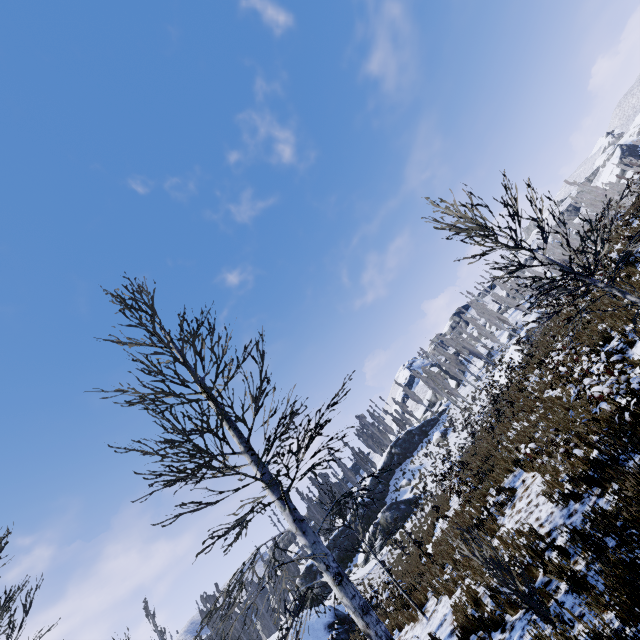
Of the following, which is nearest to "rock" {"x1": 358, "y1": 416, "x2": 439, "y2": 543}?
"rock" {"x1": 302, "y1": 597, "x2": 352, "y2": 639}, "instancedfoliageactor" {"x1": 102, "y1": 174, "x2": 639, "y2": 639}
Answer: "instancedfoliageactor" {"x1": 102, "y1": 174, "x2": 639, "y2": 639}

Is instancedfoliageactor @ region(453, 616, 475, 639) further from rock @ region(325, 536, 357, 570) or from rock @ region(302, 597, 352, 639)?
rock @ region(302, 597, 352, 639)

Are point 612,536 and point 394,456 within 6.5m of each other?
no

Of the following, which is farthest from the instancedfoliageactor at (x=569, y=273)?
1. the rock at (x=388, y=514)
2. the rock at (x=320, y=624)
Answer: the rock at (x=320, y=624)

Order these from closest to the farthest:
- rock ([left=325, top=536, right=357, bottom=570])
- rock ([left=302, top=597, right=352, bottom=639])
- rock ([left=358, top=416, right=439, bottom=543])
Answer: rock ([left=302, top=597, right=352, bottom=639]) < rock ([left=358, top=416, right=439, bottom=543]) < rock ([left=325, top=536, right=357, bottom=570])

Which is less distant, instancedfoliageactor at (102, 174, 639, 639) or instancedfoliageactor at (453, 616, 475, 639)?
instancedfoliageactor at (102, 174, 639, 639)

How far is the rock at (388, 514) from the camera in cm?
3389
